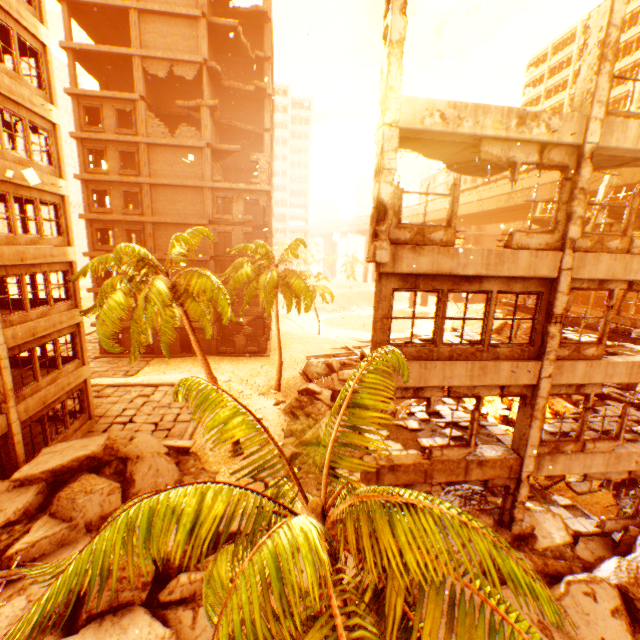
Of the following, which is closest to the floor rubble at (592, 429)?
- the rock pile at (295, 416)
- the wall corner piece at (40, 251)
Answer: the rock pile at (295, 416)

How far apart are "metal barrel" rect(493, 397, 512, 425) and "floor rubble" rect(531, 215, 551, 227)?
12.4 meters

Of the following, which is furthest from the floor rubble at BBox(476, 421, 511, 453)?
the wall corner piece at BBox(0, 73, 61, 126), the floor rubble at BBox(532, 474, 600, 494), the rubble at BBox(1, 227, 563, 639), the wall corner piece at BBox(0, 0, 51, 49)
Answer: the wall corner piece at BBox(0, 0, 51, 49)

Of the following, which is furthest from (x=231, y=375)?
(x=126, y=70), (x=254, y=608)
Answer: (x=126, y=70)

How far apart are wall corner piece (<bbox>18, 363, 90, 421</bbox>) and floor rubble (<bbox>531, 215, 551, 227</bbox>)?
28.47m

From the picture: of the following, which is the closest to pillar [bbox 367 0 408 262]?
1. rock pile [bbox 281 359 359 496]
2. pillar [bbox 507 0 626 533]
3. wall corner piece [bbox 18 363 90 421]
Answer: pillar [bbox 507 0 626 533]

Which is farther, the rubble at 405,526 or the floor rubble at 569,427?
the floor rubble at 569,427

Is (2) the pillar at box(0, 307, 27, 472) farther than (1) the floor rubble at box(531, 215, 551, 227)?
No
